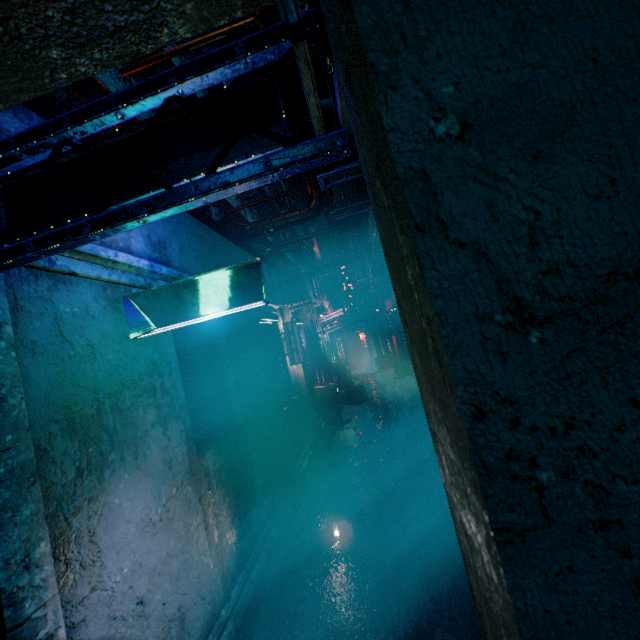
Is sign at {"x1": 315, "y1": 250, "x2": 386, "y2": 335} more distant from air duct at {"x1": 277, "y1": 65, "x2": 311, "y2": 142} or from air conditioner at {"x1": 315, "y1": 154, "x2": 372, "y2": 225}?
air conditioner at {"x1": 315, "y1": 154, "x2": 372, "y2": 225}

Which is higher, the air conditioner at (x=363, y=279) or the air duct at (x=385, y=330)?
the air conditioner at (x=363, y=279)

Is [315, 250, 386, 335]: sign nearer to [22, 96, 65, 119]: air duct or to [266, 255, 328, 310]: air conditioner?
[266, 255, 328, 310]: air conditioner

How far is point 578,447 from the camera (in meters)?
0.39

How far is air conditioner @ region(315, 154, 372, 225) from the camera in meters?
2.7

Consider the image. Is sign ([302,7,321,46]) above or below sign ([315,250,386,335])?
above

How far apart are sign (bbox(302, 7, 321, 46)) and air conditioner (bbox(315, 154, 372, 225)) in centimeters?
154cm

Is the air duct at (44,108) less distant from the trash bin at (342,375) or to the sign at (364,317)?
the sign at (364,317)
